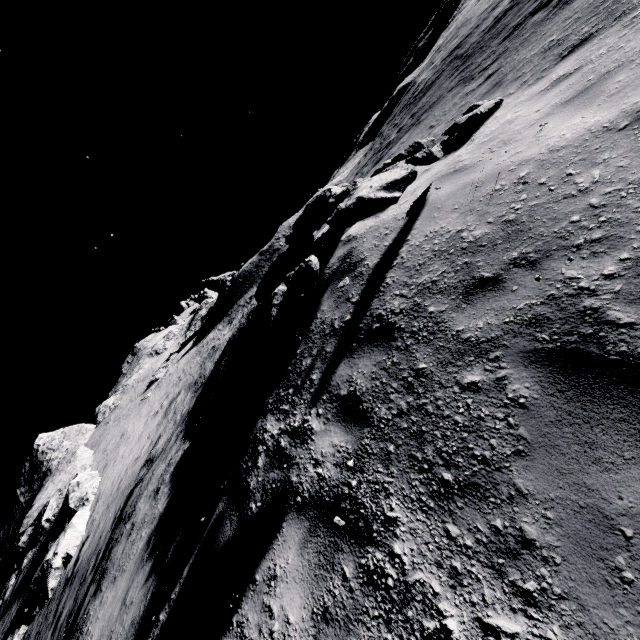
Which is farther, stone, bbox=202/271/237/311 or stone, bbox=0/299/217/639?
stone, bbox=202/271/237/311

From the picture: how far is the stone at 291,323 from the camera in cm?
399

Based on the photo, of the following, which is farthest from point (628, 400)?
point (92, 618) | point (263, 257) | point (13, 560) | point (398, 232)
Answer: point (13, 560)

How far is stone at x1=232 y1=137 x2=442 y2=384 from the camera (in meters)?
3.99

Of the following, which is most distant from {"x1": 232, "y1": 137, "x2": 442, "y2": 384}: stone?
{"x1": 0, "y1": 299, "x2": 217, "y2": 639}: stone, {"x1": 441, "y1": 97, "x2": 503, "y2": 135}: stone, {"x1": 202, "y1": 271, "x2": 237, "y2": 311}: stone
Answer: {"x1": 202, "y1": 271, "x2": 237, "y2": 311}: stone

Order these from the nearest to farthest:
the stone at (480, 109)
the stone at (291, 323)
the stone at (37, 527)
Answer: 1. the stone at (291, 323)
2. the stone at (480, 109)
3. the stone at (37, 527)

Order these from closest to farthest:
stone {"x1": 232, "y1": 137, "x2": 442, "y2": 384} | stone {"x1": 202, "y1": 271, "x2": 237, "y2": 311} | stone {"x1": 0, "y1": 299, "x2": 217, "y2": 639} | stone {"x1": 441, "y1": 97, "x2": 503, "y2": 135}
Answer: stone {"x1": 232, "y1": 137, "x2": 442, "y2": 384} → stone {"x1": 441, "y1": 97, "x2": 503, "y2": 135} → stone {"x1": 0, "y1": 299, "x2": 217, "y2": 639} → stone {"x1": 202, "y1": 271, "x2": 237, "y2": 311}

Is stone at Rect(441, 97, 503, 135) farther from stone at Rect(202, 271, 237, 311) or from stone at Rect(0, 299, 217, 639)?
stone at Rect(202, 271, 237, 311)
